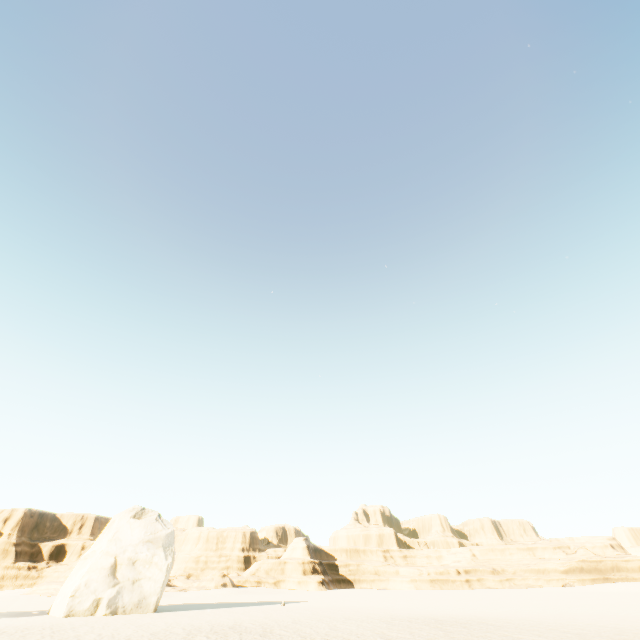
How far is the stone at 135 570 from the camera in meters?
22.4

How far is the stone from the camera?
22.36m

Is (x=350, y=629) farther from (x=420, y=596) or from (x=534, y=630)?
(x=420, y=596)
